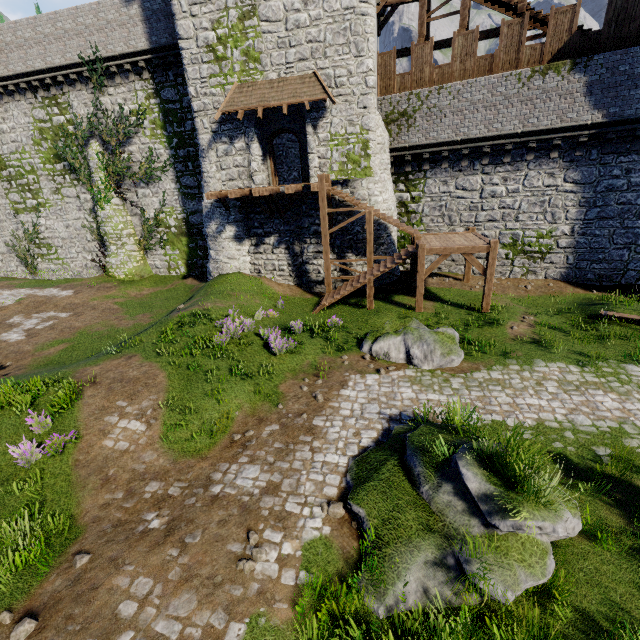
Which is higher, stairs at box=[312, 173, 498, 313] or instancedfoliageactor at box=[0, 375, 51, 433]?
stairs at box=[312, 173, 498, 313]

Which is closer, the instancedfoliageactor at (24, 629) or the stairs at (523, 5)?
the instancedfoliageactor at (24, 629)

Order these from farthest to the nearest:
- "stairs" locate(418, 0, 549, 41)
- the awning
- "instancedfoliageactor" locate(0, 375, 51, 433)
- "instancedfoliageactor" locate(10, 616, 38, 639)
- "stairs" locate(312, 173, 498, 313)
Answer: the awning, "stairs" locate(418, 0, 549, 41), "stairs" locate(312, 173, 498, 313), "instancedfoliageactor" locate(0, 375, 51, 433), "instancedfoliageactor" locate(10, 616, 38, 639)

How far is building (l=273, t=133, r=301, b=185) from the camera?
24.4m

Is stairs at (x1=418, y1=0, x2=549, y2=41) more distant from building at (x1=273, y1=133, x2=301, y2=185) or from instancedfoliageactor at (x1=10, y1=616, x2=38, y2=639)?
instancedfoliageactor at (x1=10, y1=616, x2=38, y2=639)

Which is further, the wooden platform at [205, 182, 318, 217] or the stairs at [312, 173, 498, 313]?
the wooden platform at [205, 182, 318, 217]

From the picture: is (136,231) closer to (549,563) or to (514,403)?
(514,403)

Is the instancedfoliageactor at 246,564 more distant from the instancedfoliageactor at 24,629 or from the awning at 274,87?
the awning at 274,87
